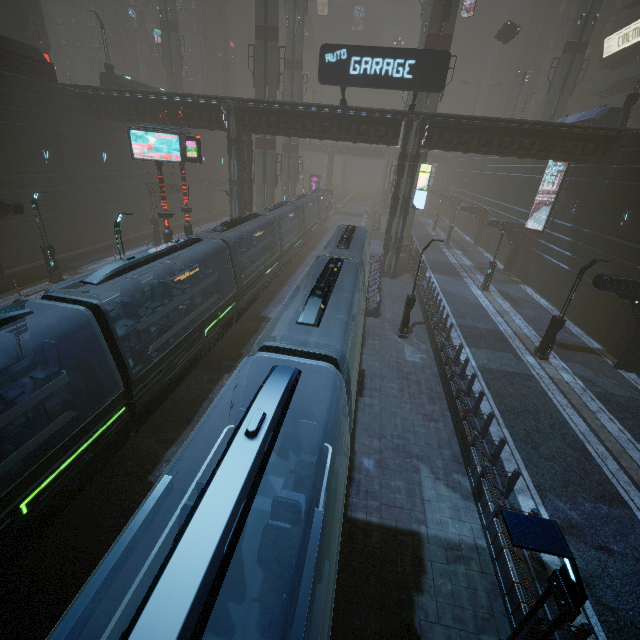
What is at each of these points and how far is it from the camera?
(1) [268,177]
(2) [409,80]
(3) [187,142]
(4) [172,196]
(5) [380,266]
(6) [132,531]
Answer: (1) sm, 35.1 meters
(2) sign, 19.4 meters
(3) sign, 19.1 meters
(4) building, 39.1 meters
(5) building, 30.0 meters
(6) train, 3.9 meters

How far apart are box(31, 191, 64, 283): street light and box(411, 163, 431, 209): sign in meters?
23.8 m

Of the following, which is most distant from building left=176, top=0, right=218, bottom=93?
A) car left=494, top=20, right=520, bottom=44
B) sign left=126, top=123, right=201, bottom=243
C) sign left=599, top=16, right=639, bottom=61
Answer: car left=494, top=20, right=520, bottom=44

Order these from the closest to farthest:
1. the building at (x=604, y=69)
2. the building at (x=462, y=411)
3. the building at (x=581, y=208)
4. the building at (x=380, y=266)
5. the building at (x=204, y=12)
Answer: the building at (x=462, y=411) → the building at (x=581, y=208) → the building at (x=380, y=266) → the building at (x=604, y=69) → the building at (x=204, y=12)

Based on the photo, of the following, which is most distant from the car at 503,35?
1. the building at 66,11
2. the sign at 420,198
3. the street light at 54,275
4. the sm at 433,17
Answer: the street light at 54,275

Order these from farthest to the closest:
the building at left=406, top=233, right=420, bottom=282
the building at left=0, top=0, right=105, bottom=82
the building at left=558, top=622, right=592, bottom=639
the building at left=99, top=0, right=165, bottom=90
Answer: the building at left=99, top=0, right=165, bottom=90
the building at left=406, top=233, right=420, bottom=282
the building at left=0, top=0, right=105, bottom=82
the building at left=558, top=622, right=592, bottom=639

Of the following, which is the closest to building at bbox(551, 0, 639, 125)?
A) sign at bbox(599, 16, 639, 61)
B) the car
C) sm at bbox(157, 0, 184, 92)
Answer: sign at bbox(599, 16, 639, 61)

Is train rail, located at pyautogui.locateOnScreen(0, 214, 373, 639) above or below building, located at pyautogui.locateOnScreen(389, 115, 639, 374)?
below
